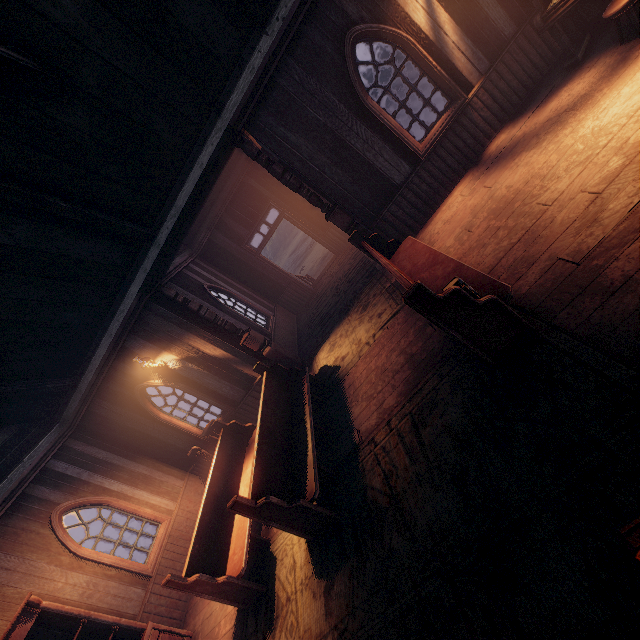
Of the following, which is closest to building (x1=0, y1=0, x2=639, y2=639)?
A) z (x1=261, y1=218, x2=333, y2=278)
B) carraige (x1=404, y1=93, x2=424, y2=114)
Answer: z (x1=261, y1=218, x2=333, y2=278)

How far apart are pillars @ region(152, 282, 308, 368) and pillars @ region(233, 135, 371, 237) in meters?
2.9

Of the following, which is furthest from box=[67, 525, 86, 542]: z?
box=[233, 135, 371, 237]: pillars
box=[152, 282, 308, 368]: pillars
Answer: box=[152, 282, 308, 368]: pillars

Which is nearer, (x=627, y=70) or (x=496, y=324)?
(x=496, y=324)

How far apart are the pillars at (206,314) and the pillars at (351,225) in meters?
2.9

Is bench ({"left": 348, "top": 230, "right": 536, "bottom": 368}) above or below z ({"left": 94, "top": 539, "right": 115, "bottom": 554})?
above

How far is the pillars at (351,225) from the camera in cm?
575

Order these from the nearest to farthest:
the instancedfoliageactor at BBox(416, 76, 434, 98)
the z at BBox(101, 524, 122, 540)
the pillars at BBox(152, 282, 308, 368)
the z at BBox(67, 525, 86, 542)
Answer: the pillars at BBox(152, 282, 308, 368)
the instancedfoliageactor at BBox(416, 76, 434, 98)
the z at BBox(101, 524, 122, 540)
the z at BBox(67, 525, 86, 542)
